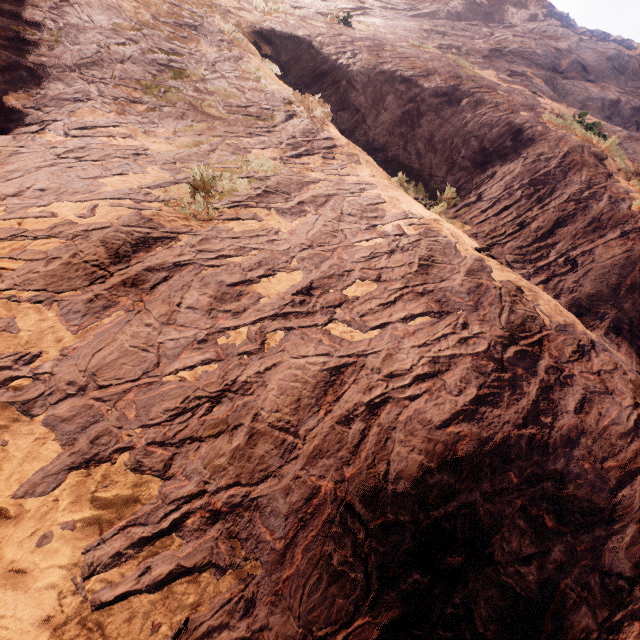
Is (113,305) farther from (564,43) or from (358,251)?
(564,43)
